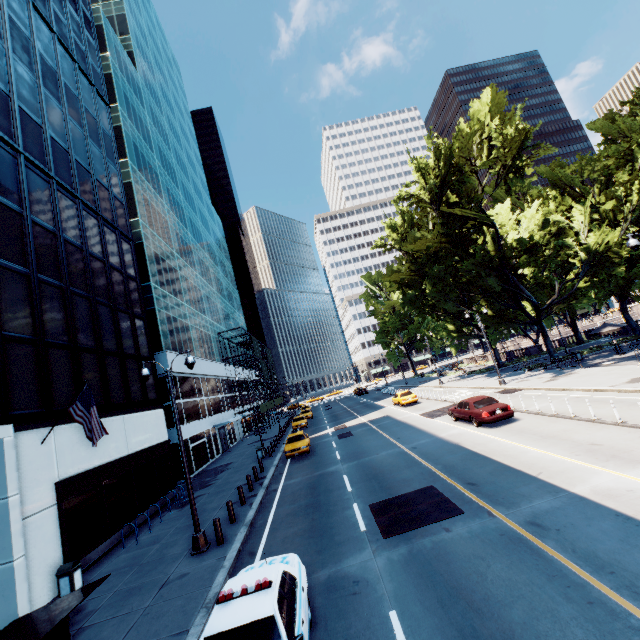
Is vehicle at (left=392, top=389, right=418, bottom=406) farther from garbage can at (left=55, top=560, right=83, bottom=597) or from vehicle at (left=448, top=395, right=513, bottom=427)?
garbage can at (left=55, top=560, right=83, bottom=597)

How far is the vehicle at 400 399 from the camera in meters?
33.4 m

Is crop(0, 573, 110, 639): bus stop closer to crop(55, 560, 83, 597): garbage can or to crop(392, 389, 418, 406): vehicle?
crop(55, 560, 83, 597): garbage can

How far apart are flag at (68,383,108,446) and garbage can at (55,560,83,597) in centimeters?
382cm

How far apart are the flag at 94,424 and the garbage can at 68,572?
3.8 meters

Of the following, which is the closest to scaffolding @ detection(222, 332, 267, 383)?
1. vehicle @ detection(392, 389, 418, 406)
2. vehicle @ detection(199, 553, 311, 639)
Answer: vehicle @ detection(392, 389, 418, 406)

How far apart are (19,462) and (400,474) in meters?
14.8

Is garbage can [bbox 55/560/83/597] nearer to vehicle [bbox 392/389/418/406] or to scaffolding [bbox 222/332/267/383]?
vehicle [bbox 392/389/418/406]
